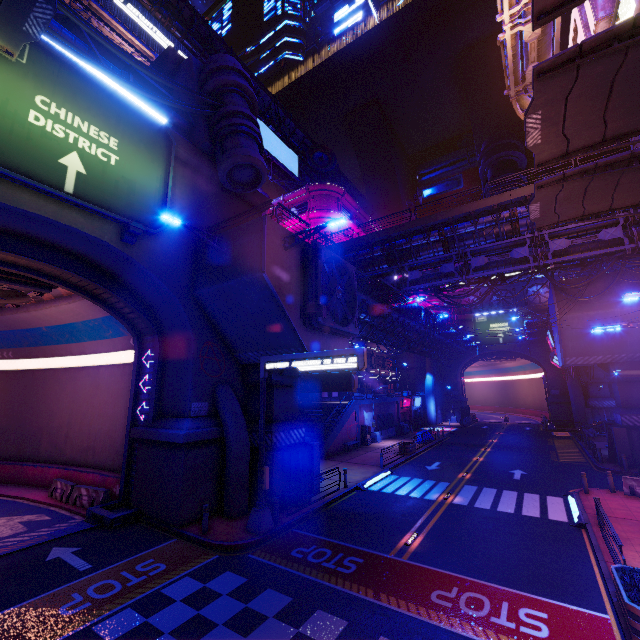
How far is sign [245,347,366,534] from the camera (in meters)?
12.27

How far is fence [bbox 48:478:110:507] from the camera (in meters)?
16.47

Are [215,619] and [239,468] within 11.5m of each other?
yes

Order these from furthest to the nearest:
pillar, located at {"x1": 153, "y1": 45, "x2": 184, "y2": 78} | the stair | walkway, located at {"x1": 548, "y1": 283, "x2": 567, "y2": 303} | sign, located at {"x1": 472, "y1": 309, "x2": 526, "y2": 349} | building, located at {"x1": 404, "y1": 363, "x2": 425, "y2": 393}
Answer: building, located at {"x1": 404, "y1": 363, "x2": 425, "y2": 393} < sign, located at {"x1": 472, "y1": 309, "x2": 526, "y2": 349} < the stair < walkway, located at {"x1": 548, "y1": 283, "x2": 567, "y2": 303} < pillar, located at {"x1": 153, "y1": 45, "x2": 184, "y2": 78}

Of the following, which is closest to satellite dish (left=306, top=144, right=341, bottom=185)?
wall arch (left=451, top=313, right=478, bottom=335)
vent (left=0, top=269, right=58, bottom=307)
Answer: wall arch (left=451, top=313, right=478, bottom=335)

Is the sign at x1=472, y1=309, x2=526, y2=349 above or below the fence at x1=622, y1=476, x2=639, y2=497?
above

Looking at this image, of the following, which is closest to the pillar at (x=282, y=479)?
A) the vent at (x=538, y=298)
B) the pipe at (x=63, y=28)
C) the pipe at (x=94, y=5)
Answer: the pipe at (x=63, y=28)

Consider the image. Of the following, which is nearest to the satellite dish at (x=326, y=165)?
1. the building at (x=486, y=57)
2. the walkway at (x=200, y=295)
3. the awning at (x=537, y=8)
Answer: the building at (x=486, y=57)
